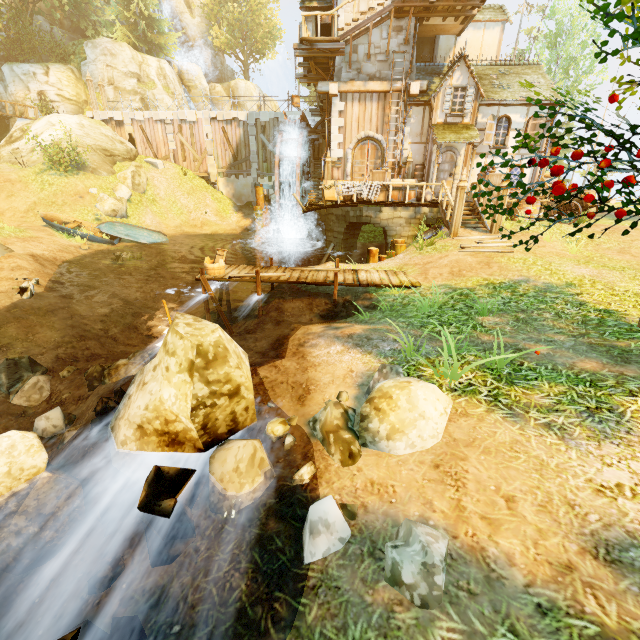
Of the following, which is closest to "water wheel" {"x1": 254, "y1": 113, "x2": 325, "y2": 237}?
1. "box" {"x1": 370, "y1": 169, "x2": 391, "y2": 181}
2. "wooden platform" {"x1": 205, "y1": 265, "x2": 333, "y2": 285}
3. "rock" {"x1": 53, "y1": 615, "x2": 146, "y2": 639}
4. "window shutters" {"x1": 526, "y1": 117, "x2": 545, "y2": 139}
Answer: "box" {"x1": 370, "y1": 169, "x2": 391, "y2": 181}

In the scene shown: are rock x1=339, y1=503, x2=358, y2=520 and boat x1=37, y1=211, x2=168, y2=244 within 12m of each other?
no

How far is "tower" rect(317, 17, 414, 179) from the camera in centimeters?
1595cm

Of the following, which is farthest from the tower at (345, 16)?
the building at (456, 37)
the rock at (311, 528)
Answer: the rock at (311, 528)

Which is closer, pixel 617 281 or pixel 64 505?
pixel 64 505

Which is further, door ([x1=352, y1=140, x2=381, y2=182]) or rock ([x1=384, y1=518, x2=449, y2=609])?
door ([x1=352, y1=140, x2=381, y2=182])

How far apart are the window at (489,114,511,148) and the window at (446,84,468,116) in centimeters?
203cm

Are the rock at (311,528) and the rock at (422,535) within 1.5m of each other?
yes
